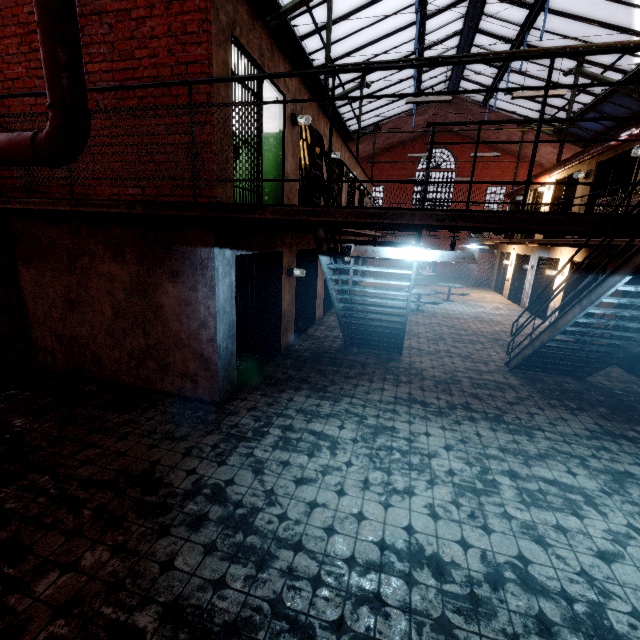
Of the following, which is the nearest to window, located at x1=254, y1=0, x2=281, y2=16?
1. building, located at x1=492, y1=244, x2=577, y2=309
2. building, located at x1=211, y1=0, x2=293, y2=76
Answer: building, located at x1=211, y1=0, x2=293, y2=76

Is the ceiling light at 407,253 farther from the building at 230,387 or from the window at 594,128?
the window at 594,128

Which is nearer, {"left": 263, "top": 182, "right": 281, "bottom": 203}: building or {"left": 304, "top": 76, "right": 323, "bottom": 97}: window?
{"left": 263, "top": 182, "right": 281, "bottom": 203}: building

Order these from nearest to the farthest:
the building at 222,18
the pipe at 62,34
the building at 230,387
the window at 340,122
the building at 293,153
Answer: the pipe at 62,34, the building at 222,18, the building at 230,387, the building at 293,153, the window at 340,122

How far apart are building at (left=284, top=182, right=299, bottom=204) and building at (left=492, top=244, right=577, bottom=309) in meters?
8.0

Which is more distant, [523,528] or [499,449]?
[499,449]
